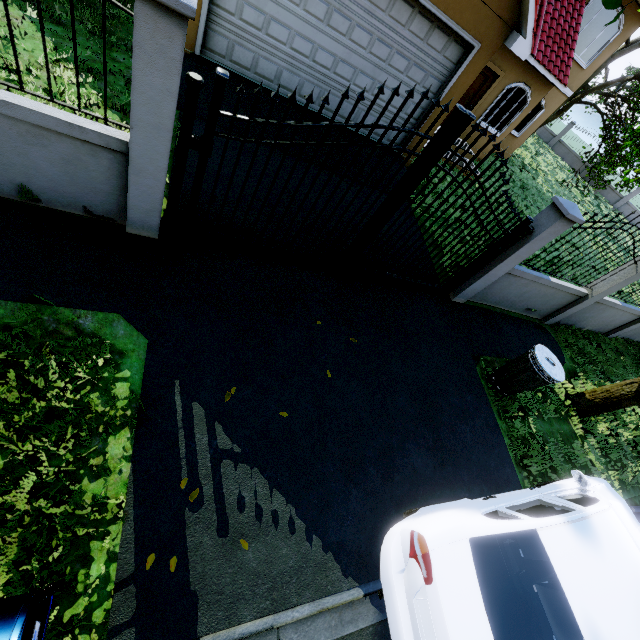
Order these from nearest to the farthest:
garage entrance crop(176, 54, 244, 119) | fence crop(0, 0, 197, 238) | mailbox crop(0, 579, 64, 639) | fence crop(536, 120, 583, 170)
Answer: mailbox crop(0, 579, 64, 639), fence crop(0, 0, 197, 238), garage entrance crop(176, 54, 244, 119), fence crop(536, 120, 583, 170)

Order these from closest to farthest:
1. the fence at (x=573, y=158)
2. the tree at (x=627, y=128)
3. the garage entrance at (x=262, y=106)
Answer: the garage entrance at (x=262, y=106) < the tree at (x=627, y=128) < the fence at (x=573, y=158)

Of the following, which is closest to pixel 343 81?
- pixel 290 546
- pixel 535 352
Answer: pixel 535 352

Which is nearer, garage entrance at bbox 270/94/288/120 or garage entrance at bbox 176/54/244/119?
garage entrance at bbox 176/54/244/119

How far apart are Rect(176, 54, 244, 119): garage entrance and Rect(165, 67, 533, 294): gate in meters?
2.7 m

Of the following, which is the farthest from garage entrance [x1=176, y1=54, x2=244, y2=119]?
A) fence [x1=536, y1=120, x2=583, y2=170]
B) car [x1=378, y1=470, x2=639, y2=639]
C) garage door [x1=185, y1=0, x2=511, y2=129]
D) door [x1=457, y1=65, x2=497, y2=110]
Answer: car [x1=378, y1=470, x2=639, y2=639]

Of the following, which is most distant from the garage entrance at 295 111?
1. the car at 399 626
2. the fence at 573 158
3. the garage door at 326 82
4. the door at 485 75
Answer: the car at 399 626
